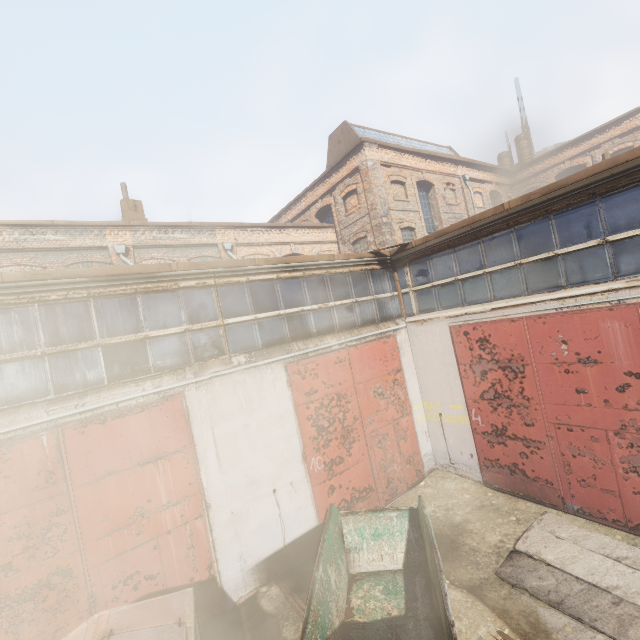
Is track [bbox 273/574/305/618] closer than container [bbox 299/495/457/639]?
No

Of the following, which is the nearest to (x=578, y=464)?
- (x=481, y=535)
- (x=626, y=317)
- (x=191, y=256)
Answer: (x=481, y=535)

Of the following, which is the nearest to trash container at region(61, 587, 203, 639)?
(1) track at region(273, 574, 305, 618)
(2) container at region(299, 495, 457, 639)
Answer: (2) container at region(299, 495, 457, 639)

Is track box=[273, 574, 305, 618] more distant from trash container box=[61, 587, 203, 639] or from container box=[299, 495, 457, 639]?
trash container box=[61, 587, 203, 639]

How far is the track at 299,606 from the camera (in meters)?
5.75

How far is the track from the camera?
5.7 meters

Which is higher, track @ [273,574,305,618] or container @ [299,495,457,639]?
container @ [299,495,457,639]

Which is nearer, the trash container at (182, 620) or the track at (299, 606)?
the trash container at (182, 620)
